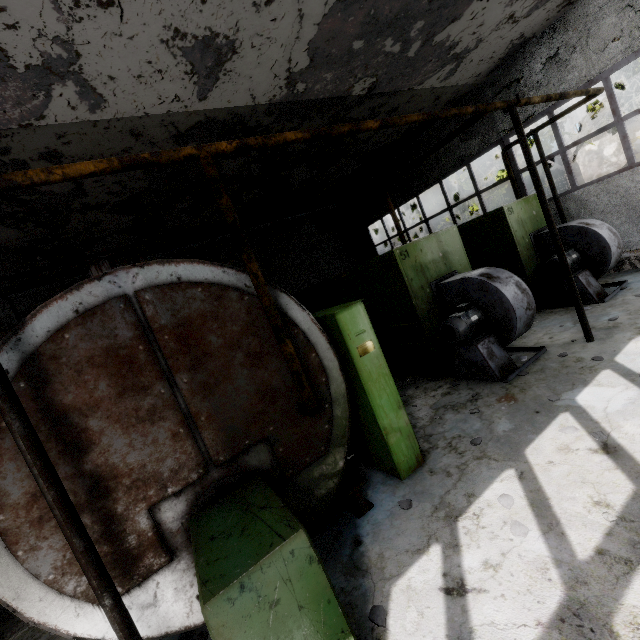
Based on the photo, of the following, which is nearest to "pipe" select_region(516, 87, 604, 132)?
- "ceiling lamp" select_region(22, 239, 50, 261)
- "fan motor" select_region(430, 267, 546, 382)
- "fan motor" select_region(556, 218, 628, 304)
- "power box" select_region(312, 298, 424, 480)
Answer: "fan motor" select_region(556, 218, 628, 304)

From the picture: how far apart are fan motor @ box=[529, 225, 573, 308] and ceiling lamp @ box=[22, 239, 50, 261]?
12.8 meters

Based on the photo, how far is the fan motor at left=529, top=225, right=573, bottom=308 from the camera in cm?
781

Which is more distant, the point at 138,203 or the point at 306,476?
the point at 138,203

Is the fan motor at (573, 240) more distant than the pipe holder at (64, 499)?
Yes

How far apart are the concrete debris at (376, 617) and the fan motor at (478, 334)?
4.2m

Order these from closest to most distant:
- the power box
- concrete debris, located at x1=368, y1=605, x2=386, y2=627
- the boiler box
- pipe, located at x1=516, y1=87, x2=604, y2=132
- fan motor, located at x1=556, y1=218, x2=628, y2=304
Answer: concrete debris, located at x1=368, y1=605, x2=386, y2=627
the power box
pipe, located at x1=516, y1=87, x2=604, y2=132
the boiler box
fan motor, located at x1=556, y1=218, x2=628, y2=304
